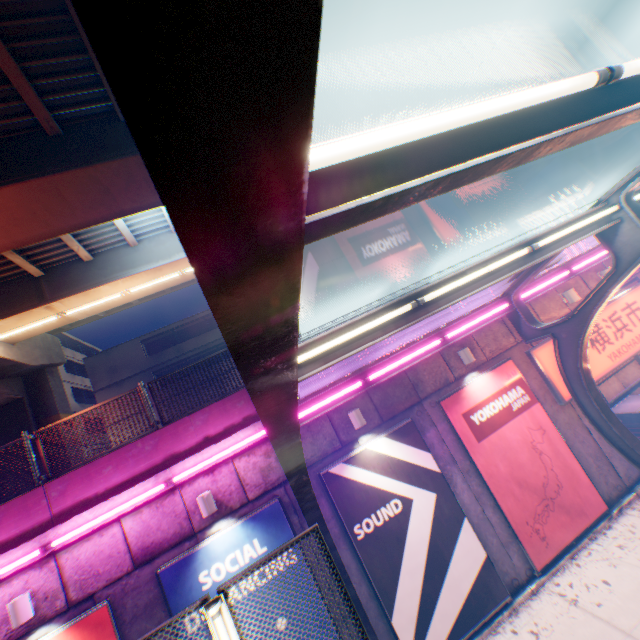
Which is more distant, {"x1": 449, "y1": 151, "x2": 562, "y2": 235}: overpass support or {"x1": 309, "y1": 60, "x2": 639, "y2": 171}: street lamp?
{"x1": 449, "y1": 151, "x2": 562, "y2": 235}: overpass support

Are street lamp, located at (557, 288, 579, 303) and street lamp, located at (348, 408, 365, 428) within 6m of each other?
no

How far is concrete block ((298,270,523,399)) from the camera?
8.16m

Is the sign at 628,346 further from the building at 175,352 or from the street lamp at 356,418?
the building at 175,352

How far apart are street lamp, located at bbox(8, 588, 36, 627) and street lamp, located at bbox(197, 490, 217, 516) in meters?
3.1

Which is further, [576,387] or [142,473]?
[576,387]

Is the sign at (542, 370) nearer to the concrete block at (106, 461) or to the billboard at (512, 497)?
the billboard at (512, 497)

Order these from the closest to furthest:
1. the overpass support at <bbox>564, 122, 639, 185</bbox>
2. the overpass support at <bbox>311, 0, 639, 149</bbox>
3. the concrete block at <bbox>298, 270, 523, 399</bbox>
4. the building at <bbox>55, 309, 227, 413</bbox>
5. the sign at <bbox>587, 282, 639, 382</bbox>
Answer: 1. the concrete block at <bbox>298, 270, 523, 399</bbox>
2. the sign at <bbox>587, 282, 639, 382</bbox>
3. the overpass support at <bbox>311, 0, 639, 149</bbox>
4. the overpass support at <bbox>564, 122, 639, 185</bbox>
5. the building at <bbox>55, 309, 227, 413</bbox>
